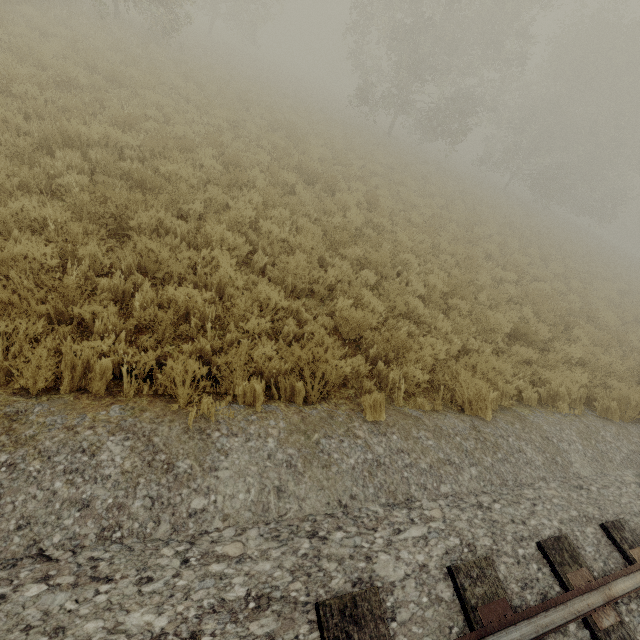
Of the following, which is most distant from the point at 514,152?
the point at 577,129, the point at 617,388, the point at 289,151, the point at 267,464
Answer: the point at 267,464
